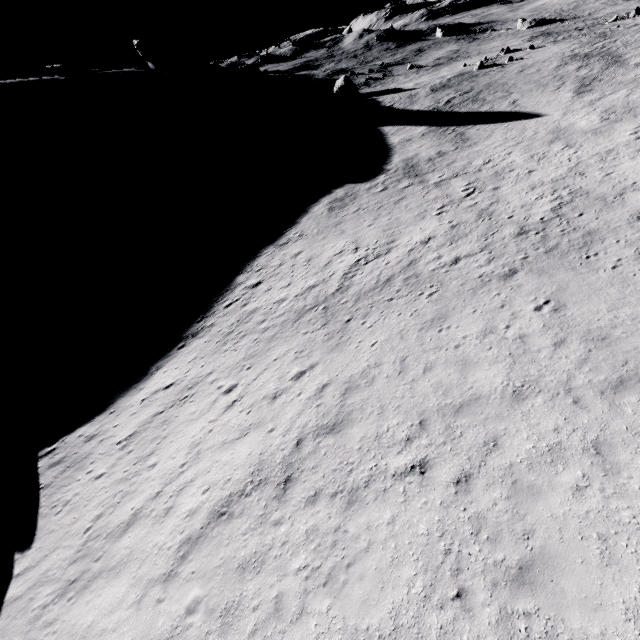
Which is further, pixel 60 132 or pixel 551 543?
pixel 60 132

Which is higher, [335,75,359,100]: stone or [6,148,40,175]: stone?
[6,148,40,175]: stone

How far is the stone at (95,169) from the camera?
49.7m

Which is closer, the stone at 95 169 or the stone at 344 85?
the stone at 95 169

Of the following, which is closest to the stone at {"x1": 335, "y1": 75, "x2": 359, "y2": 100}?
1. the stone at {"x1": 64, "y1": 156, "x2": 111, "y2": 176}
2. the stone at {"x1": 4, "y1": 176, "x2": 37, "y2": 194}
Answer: the stone at {"x1": 64, "y1": 156, "x2": 111, "y2": 176}

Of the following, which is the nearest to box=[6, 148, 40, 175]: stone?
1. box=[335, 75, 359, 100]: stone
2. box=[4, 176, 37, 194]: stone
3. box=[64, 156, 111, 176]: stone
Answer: box=[4, 176, 37, 194]: stone

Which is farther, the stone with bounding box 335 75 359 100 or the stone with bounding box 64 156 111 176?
the stone with bounding box 335 75 359 100

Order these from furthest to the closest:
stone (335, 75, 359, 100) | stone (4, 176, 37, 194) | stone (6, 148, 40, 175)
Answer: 1. stone (335, 75, 359, 100)
2. stone (6, 148, 40, 175)
3. stone (4, 176, 37, 194)
